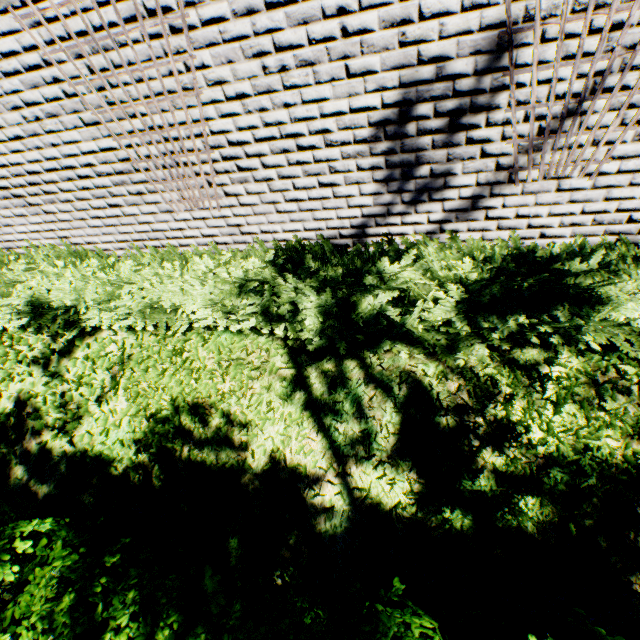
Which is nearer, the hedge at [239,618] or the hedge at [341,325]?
the hedge at [239,618]

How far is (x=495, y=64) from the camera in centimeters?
220cm

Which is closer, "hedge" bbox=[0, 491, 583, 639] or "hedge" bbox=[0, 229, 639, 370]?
"hedge" bbox=[0, 491, 583, 639]
